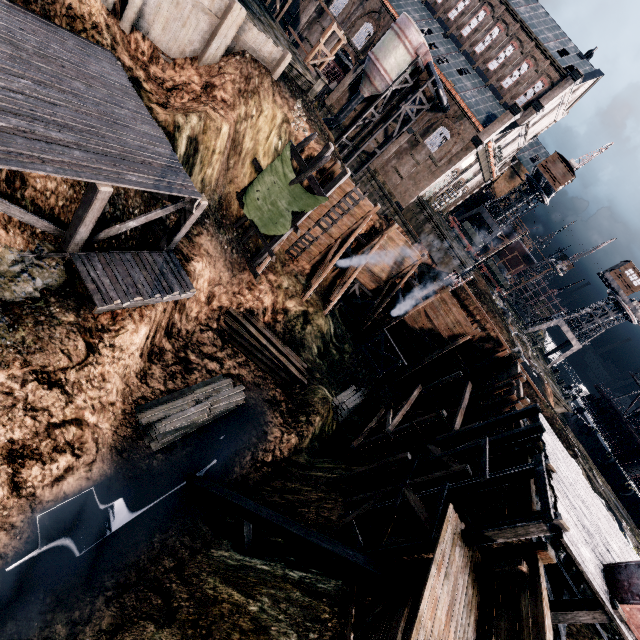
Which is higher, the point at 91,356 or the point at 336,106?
the point at 336,106

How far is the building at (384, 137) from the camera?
42.2m

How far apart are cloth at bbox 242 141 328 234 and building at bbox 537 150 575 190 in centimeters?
4916cm

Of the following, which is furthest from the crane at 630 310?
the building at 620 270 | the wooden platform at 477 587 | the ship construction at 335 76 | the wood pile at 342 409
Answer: the wooden platform at 477 587

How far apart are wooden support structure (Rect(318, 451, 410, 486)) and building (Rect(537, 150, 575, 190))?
54.3 meters

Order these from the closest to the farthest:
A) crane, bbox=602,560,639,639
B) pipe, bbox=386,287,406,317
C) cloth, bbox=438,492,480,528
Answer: crane, bbox=602,560,639,639
cloth, bbox=438,492,480,528
pipe, bbox=386,287,406,317

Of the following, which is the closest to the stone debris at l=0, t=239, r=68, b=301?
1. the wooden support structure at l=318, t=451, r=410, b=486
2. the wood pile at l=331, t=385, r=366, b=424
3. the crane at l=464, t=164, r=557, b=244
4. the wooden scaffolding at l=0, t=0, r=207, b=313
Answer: the wooden scaffolding at l=0, t=0, r=207, b=313

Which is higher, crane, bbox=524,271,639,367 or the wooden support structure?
crane, bbox=524,271,639,367
